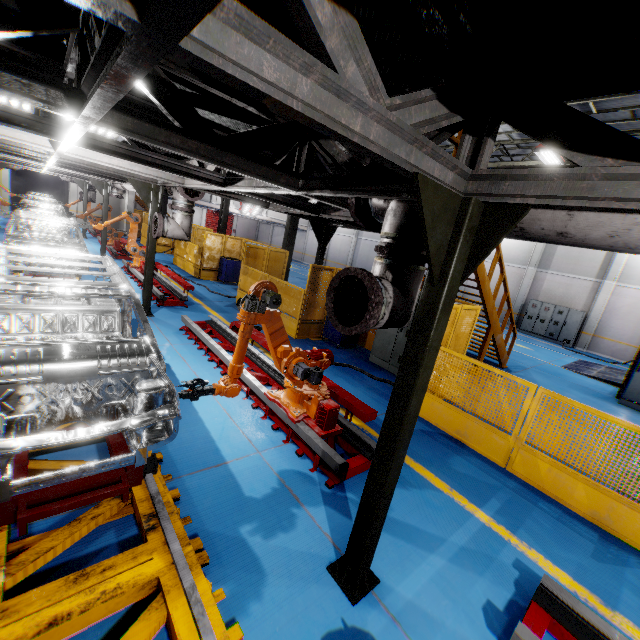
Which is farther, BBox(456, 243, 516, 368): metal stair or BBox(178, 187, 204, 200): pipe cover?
BBox(456, 243, 516, 368): metal stair

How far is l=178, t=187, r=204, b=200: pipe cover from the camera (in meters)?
6.95

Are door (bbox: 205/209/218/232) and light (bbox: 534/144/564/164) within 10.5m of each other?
no

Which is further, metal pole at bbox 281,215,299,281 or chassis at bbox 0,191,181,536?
metal pole at bbox 281,215,299,281

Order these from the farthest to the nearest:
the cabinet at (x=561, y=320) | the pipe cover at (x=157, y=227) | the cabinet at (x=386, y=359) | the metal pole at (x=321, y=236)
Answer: the cabinet at (x=561, y=320) → the metal pole at (x=321, y=236) → the cabinet at (x=386, y=359) → the pipe cover at (x=157, y=227)

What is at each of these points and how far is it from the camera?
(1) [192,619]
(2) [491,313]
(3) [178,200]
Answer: (1) platform, 2.2m
(2) metal stair, 9.2m
(3) vent pipe, 7.3m

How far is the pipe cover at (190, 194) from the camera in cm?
695

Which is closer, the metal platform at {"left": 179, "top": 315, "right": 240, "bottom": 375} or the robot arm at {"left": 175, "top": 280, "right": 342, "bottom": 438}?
the robot arm at {"left": 175, "top": 280, "right": 342, "bottom": 438}
